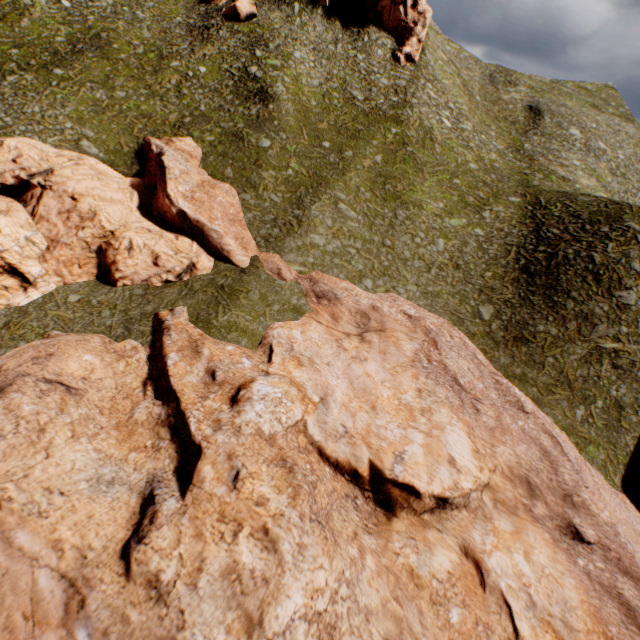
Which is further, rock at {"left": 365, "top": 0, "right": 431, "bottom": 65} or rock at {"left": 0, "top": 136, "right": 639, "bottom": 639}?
rock at {"left": 365, "top": 0, "right": 431, "bottom": 65}

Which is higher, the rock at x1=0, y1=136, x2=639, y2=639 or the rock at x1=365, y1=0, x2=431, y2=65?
the rock at x1=365, y1=0, x2=431, y2=65

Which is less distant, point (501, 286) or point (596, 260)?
point (596, 260)

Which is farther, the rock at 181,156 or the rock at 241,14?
the rock at 241,14

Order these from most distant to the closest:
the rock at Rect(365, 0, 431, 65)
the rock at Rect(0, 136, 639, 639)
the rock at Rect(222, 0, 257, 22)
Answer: the rock at Rect(365, 0, 431, 65)
the rock at Rect(222, 0, 257, 22)
the rock at Rect(0, 136, 639, 639)

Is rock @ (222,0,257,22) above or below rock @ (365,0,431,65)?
below

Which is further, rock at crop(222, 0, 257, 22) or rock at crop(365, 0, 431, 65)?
rock at crop(365, 0, 431, 65)

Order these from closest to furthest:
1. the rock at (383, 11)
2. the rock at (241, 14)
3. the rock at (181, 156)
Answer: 1. the rock at (181, 156)
2. the rock at (241, 14)
3. the rock at (383, 11)
